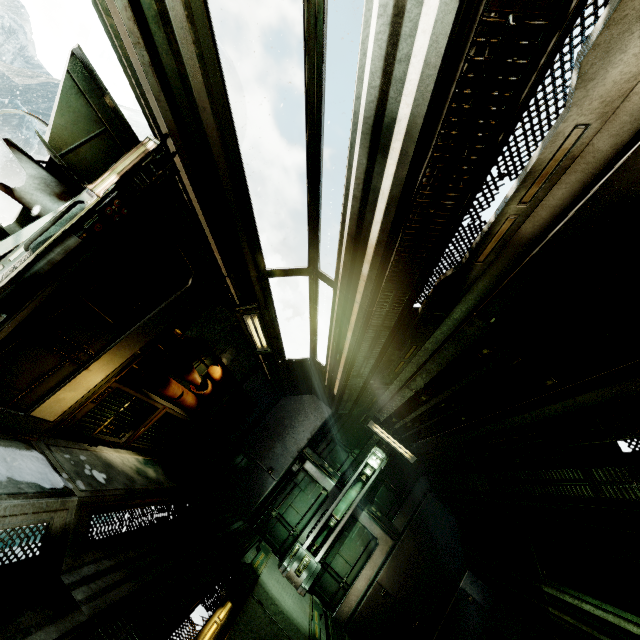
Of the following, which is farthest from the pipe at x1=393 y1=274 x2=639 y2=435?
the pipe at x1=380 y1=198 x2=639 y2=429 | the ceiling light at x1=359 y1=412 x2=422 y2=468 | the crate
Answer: the crate

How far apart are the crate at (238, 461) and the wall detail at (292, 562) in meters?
2.4 m

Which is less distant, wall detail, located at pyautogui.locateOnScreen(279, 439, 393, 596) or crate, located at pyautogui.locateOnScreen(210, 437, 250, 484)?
wall detail, located at pyautogui.locateOnScreen(279, 439, 393, 596)

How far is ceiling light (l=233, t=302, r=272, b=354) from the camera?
5.1 meters

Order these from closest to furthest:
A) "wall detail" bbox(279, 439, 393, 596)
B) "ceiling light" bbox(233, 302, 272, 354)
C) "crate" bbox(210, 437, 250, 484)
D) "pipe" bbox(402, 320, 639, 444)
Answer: "pipe" bbox(402, 320, 639, 444)
"ceiling light" bbox(233, 302, 272, 354)
"wall detail" bbox(279, 439, 393, 596)
"crate" bbox(210, 437, 250, 484)

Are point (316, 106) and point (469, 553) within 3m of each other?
no

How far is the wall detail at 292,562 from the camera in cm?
798

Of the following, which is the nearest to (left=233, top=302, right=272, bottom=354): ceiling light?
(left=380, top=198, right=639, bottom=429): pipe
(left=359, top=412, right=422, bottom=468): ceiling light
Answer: (left=380, top=198, right=639, bottom=429): pipe
